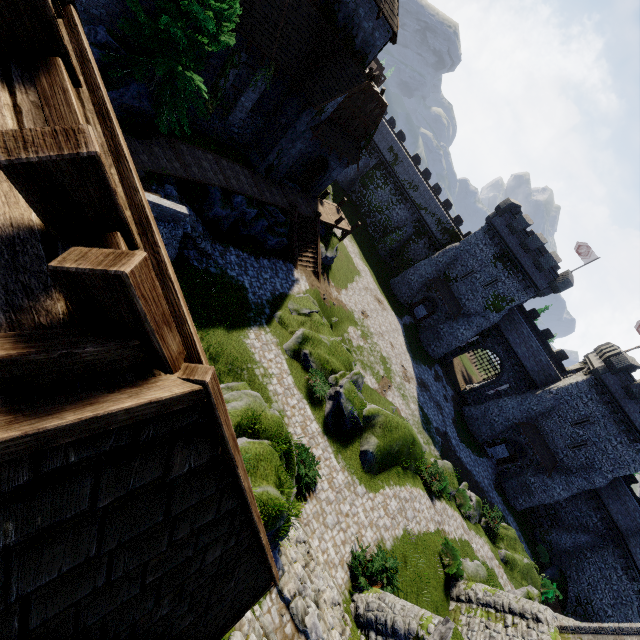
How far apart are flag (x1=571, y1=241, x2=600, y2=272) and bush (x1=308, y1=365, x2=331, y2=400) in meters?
38.4 m

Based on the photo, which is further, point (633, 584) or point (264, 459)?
Answer: point (633, 584)

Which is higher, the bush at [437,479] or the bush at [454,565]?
the bush at [454,565]

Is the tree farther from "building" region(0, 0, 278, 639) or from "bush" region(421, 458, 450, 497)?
"bush" region(421, 458, 450, 497)

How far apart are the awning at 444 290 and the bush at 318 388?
26.07m

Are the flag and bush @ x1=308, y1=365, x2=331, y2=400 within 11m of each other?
no

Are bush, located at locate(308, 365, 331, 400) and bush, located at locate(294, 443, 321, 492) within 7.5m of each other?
yes

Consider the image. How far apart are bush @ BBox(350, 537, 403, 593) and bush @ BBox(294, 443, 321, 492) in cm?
299
